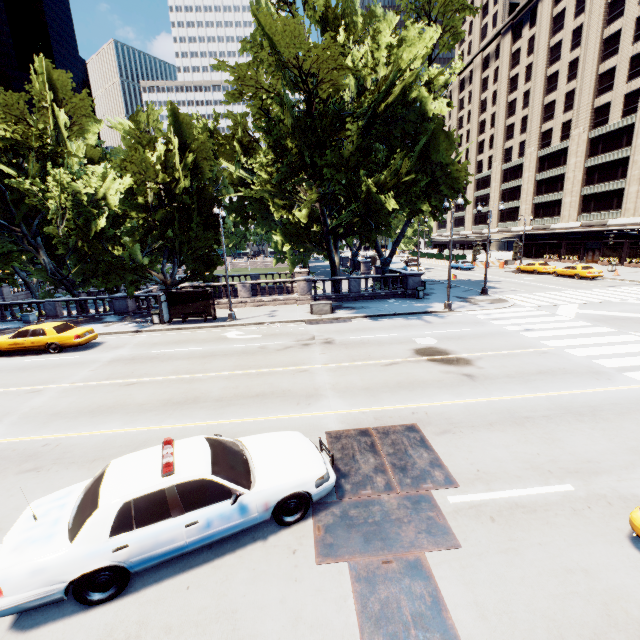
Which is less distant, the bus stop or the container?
the bus stop

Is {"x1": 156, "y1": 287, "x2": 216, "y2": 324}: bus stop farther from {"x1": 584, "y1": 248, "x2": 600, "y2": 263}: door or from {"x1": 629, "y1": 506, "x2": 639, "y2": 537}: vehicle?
{"x1": 584, "y1": 248, "x2": 600, "y2": 263}: door

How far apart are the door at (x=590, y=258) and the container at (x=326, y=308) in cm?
4623

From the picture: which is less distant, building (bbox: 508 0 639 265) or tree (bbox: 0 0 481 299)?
tree (bbox: 0 0 481 299)

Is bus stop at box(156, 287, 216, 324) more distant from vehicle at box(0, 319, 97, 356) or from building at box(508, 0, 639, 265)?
building at box(508, 0, 639, 265)

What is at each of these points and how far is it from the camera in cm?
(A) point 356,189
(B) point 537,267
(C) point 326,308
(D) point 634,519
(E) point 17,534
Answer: (A) tree, 2444
(B) vehicle, 3934
(C) container, 2238
(D) vehicle, 499
(E) vehicle, 477

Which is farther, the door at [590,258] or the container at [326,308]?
the door at [590,258]

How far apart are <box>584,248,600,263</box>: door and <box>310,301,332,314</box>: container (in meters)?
46.23
